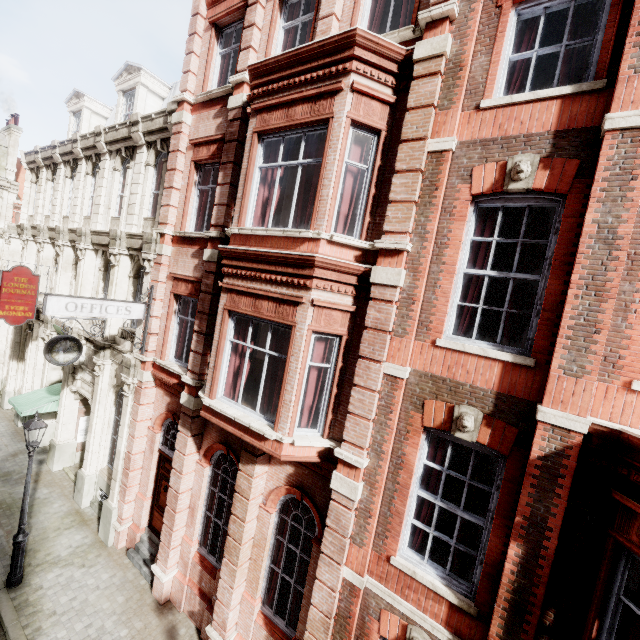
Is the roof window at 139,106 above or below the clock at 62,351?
above

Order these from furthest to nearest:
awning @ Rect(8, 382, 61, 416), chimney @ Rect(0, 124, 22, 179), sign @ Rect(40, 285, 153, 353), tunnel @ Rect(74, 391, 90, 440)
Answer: chimney @ Rect(0, 124, 22, 179)
tunnel @ Rect(74, 391, 90, 440)
awning @ Rect(8, 382, 61, 416)
sign @ Rect(40, 285, 153, 353)

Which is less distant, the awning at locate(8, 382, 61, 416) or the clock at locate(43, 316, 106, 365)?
the clock at locate(43, 316, 106, 365)

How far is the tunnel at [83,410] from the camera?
13.5 meters

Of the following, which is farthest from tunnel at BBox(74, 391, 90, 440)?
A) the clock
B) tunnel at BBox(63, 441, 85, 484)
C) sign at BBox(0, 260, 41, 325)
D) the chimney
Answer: the chimney

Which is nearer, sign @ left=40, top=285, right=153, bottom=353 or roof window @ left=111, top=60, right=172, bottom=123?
sign @ left=40, top=285, right=153, bottom=353

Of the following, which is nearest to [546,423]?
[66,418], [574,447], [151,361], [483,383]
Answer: [574,447]

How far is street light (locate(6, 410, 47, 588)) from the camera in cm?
845
